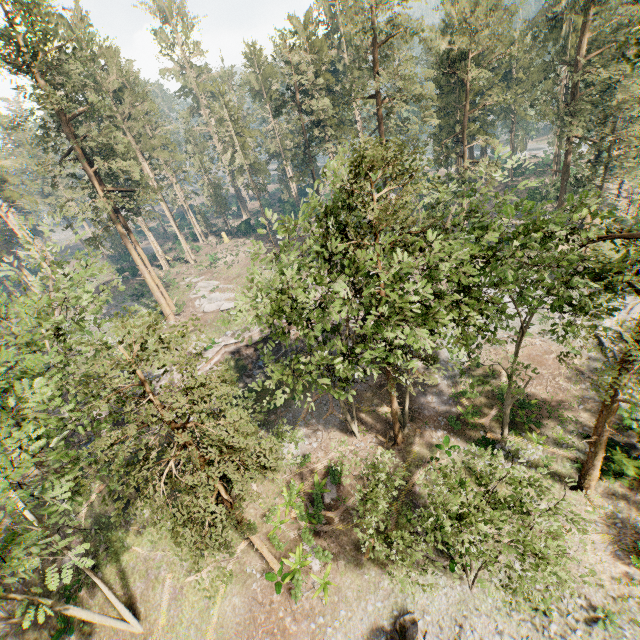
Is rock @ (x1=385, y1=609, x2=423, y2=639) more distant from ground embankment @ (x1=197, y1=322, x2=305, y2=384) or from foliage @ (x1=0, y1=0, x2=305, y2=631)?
ground embankment @ (x1=197, y1=322, x2=305, y2=384)

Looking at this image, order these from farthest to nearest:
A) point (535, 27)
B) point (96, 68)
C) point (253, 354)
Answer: point (96, 68) < point (535, 27) < point (253, 354)

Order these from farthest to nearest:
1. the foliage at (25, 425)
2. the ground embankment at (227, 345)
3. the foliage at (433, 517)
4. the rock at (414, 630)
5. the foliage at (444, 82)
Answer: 1. the ground embankment at (227, 345)
2. the rock at (414, 630)
3. the foliage at (444, 82)
4. the foliage at (433, 517)
5. the foliage at (25, 425)

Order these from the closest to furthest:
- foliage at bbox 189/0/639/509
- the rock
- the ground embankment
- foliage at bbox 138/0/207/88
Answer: foliage at bbox 189/0/639/509
the rock
the ground embankment
foliage at bbox 138/0/207/88

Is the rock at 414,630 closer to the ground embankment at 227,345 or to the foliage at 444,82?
the foliage at 444,82

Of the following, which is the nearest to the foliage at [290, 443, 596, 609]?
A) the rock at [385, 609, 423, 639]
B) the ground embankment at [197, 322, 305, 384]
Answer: the ground embankment at [197, 322, 305, 384]

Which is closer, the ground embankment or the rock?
the rock
